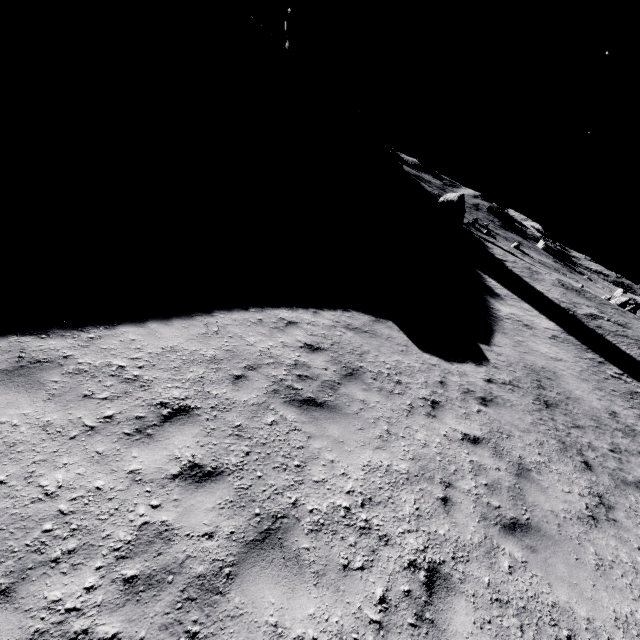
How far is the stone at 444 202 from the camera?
43.3m

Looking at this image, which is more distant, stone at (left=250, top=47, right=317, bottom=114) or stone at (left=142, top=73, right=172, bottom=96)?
stone at (left=250, top=47, right=317, bottom=114)

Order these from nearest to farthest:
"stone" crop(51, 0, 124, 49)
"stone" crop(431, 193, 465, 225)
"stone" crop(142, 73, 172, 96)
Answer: "stone" crop(51, 0, 124, 49)
"stone" crop(142, 73, 172, 96)
"stone" crop(431, 193, 465, 225)

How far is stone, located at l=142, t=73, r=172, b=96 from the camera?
32.1m

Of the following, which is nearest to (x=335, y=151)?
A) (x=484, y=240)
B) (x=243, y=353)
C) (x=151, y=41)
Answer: (x=484, y=240)

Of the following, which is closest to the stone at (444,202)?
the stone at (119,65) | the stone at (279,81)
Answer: the stone at (279,81)

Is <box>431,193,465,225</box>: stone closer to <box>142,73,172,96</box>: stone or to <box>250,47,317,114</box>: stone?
<box>250,47,317,114</box>: stone

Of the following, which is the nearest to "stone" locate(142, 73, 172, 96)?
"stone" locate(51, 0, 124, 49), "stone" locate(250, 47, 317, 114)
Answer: "stone" locate(51, 0, 124, 49)
